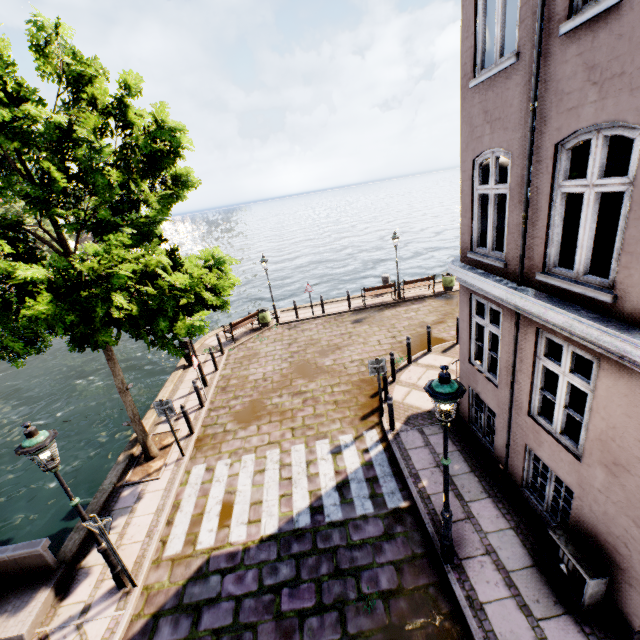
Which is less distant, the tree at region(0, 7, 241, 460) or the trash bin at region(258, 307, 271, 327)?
the tree at region(0, 7, 241, 460)

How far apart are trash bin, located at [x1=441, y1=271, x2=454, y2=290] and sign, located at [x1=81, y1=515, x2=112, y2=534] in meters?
17.3 m

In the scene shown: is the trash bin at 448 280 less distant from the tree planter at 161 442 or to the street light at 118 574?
the tree planter at 161 442

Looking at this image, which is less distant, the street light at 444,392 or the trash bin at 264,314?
the street light at 444,392

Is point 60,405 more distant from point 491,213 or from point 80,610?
point 491,213

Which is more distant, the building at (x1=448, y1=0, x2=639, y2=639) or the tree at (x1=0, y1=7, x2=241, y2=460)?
the tree at (x1=0, y1=7, x2=241, y2=460)

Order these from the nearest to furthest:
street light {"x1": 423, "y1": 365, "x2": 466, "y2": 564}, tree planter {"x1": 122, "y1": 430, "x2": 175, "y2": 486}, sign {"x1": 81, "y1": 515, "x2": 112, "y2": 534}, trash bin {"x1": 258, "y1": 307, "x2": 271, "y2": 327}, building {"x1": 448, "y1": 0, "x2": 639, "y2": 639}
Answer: building {"x1": 448, "y1": 0, "x2": 639, "y2": 639}
street light {"x1": 423, "y1": 365, "x2": 466, "y2": 564}
sign {"x1": 81, "y1": 515, "x2": 112, "y2": 534}
tree planter {"x1": 122, "y1": 430, "x2": 175, "y2": 486}
trash bin {"x1": 258, "y1": 307, "x2": 271, "y2": 327}

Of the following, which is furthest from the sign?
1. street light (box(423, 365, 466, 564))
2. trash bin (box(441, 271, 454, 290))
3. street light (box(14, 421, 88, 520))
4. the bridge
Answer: trash bin (box(441, 271, 454, 290))
